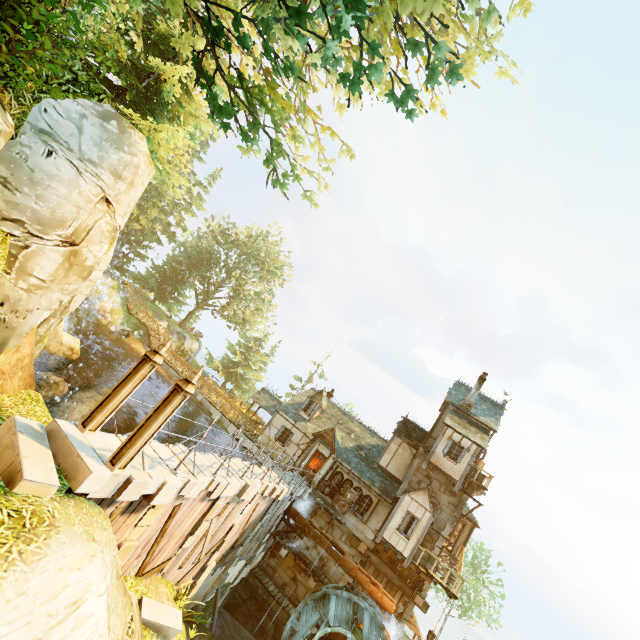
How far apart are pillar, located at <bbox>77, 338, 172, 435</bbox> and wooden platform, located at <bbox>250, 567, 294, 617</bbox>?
19.1m

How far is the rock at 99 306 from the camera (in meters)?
29.43

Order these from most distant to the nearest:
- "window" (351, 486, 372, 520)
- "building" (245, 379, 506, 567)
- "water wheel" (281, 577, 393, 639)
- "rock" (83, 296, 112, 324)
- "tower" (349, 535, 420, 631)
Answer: "rock" (83, 296, 112, 324), "window" (351, 486, 372, 520), "building" (245, 379, 506, 567), "tower" (349, 535, 420, 631), "water wheel" (281, 577, 393, 639)

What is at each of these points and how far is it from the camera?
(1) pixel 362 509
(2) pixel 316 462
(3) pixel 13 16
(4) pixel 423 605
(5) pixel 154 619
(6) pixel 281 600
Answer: (1) window, 22.2 meters
(2) door, 24.3 meters
(3) bush, 5.4 meters
(4) tower, 19.2 meters
(5) stone, 9.1 meters
(6) wooden platform, 20.3 meters

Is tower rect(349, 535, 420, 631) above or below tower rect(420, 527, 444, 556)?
below

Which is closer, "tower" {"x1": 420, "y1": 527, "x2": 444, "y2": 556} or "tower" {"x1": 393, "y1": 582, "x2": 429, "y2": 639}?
"tower" {"x1": 393, "y1": 582, "x2": 429, "y2": 639}

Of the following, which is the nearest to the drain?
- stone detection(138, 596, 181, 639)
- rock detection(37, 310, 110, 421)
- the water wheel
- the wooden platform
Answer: the water wheel

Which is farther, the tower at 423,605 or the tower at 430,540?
the tower at 430,540
